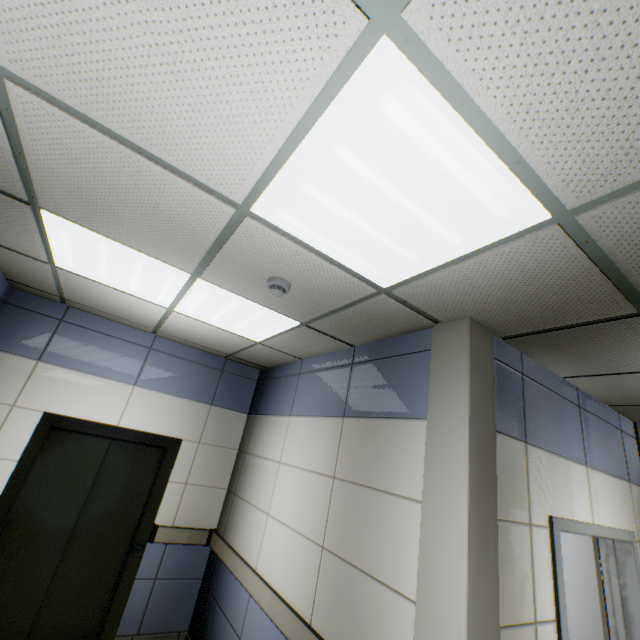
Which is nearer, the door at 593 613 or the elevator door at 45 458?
the door at 593 613

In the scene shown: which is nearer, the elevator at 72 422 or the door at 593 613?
the door at 593 613

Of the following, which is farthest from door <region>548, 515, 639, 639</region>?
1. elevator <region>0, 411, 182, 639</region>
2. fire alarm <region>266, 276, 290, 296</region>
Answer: elevator <region>0, 411, 182, 639</region>

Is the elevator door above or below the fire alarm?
below

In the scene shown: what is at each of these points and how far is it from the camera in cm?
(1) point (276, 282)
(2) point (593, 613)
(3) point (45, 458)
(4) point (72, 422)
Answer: (1) fire alarm, 216
(2) door, 280
(3) elevator door, 349
(4) elevator, 358

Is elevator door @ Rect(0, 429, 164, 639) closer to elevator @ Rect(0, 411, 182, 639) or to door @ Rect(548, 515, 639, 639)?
elevator @ Rect(0, 411, 182, 639)

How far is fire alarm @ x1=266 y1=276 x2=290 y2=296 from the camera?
2.17m

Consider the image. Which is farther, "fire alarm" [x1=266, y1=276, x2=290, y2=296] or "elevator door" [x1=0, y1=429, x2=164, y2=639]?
"elevator door" [x1=0, y1=429, x2=164, y2=639]
